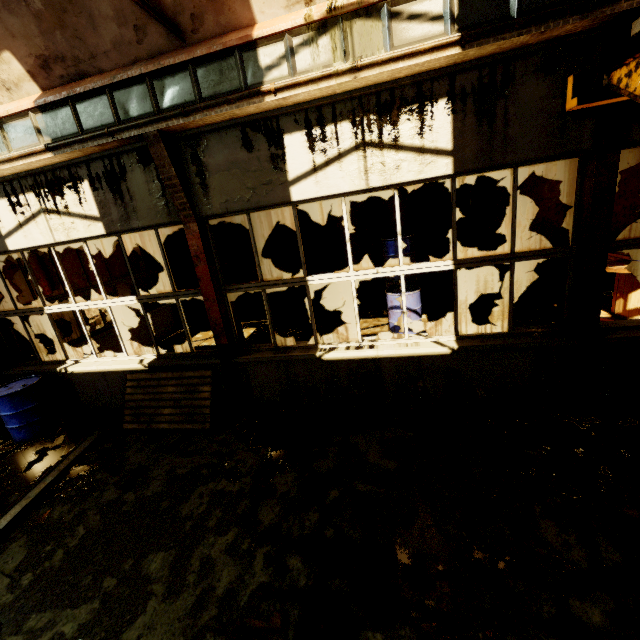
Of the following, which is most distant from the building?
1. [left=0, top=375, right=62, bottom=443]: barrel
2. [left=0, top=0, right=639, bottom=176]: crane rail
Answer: [left=0, top=375, right=62, bottom=443]: barrel

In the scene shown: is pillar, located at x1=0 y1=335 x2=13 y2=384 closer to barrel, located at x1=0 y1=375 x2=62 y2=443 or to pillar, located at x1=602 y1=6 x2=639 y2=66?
barrel, located at x1=0 y1=375 x2=62 y2=443

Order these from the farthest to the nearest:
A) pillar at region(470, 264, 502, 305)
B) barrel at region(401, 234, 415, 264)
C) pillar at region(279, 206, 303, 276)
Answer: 1. pillar at region(279, 206, 303, 276)
2. pillar at region(470, 264, 502, 305)
3. barrel at region(401, 234, 415, 264)

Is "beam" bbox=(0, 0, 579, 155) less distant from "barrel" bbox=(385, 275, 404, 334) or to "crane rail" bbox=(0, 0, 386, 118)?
"crane rail" bbox=(0, 0, 386, 118)

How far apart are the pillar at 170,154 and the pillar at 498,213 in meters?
6.3

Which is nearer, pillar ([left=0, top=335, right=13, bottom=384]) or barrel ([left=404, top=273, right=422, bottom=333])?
pillar ([left=0, top=335, right=13, bottom=384])

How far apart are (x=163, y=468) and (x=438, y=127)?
5.55m

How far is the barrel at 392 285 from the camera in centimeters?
713cm
